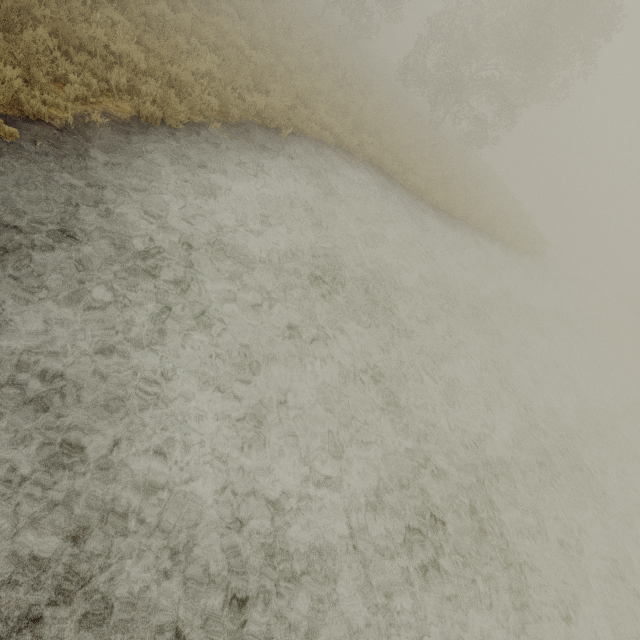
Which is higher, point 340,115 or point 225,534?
point 340,115
